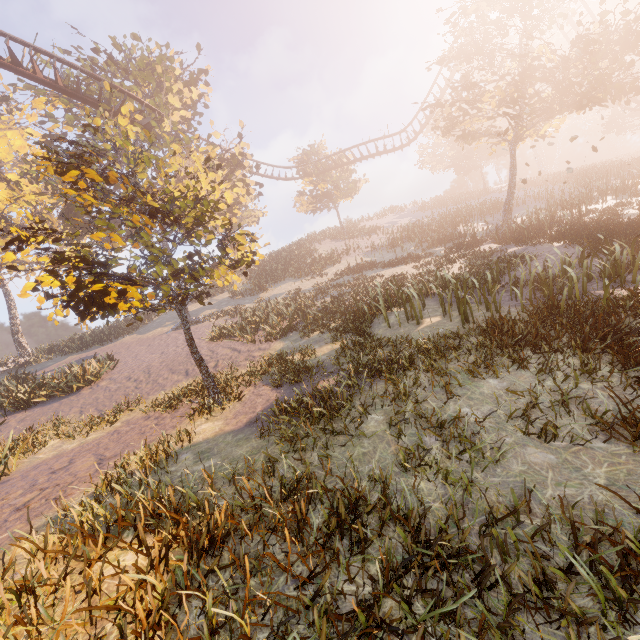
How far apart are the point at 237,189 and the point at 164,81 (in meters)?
19.91

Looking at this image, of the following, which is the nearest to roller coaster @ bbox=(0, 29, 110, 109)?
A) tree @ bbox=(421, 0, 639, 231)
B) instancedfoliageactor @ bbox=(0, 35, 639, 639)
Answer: instancedfoliageactor @ bbox=(0, 35, 639, 639)

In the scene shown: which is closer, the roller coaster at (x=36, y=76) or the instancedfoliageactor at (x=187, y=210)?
the instancedfoliageactor at (x=187, y=210)

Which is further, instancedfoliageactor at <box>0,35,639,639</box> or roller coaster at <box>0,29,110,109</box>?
roller coaster at <box>0,29,110,109</box>

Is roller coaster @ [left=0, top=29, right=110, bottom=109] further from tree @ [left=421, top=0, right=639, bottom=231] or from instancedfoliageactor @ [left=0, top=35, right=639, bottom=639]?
tree @ [left=421, top=0, right=639, bottom=231]

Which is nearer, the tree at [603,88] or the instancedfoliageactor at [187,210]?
the instancedfoliageactor at [187,210]
